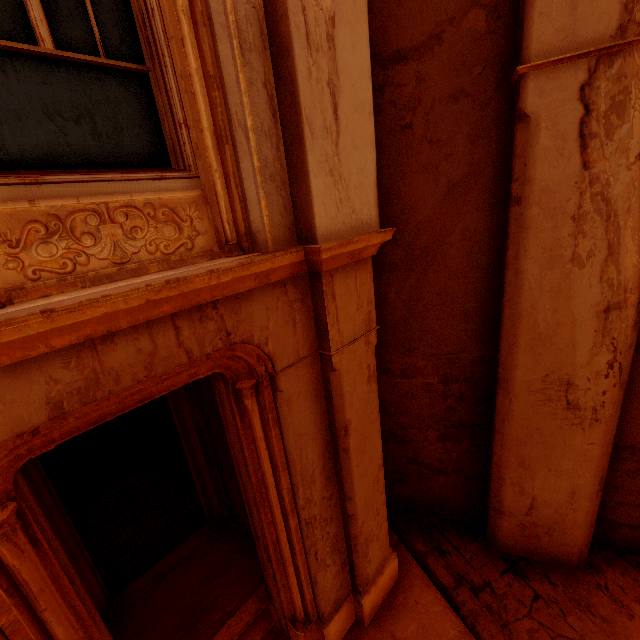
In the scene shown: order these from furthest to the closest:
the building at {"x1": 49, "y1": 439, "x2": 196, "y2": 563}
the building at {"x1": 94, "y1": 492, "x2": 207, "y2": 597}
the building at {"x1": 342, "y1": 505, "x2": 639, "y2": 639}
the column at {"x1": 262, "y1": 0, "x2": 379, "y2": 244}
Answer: the building at {"x1": 49, "y1": 439, "x2": 196, "y2": 563}
the building at {"x1": 94, "y1": 492, "x2": 207, "y2": 597}
the building at {"x1": 342, "y1": 505, "x2": 639, "y2": 639}
the column at {"x1": 262, "y1": 0, "x2": 379, "y2": 244}

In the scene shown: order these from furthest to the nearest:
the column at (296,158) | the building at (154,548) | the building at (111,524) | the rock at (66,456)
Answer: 1. the rock at (66,456)
2. the building at (111,524)
3. the building at (154,548)
4. the column at (296,158)

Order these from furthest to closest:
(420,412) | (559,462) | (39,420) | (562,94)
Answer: (420,412), (559,462), (562,94), (39,420)

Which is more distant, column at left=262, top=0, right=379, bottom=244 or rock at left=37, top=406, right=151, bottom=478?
rock at left=37, top=406, right=151, bottom=478

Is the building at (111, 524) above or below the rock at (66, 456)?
below

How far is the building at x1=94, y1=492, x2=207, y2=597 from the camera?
4.9 meters

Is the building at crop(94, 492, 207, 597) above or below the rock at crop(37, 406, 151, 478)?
below

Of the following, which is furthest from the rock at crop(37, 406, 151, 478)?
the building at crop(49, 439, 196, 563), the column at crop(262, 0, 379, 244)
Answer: the column at crop(262, 0, 379, 244)
